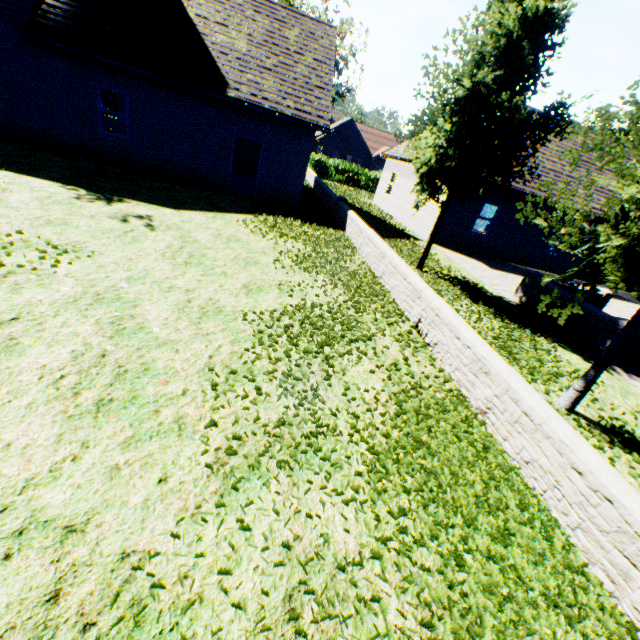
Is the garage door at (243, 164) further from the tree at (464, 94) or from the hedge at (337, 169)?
the tree at (464, 94)

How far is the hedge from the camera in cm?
3106

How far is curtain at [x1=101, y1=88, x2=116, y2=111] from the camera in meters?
19.3 m

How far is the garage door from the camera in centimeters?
1977cm

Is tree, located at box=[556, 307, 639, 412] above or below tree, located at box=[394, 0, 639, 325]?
below

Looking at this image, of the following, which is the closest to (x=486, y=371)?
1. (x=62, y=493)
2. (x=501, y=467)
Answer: (x=501, y=467)

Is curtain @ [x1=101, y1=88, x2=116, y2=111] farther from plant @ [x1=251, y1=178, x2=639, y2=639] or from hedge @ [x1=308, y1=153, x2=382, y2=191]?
plant @ [x1=251, y1=178, x2=639, y2=639]

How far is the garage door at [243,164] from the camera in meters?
19.8
